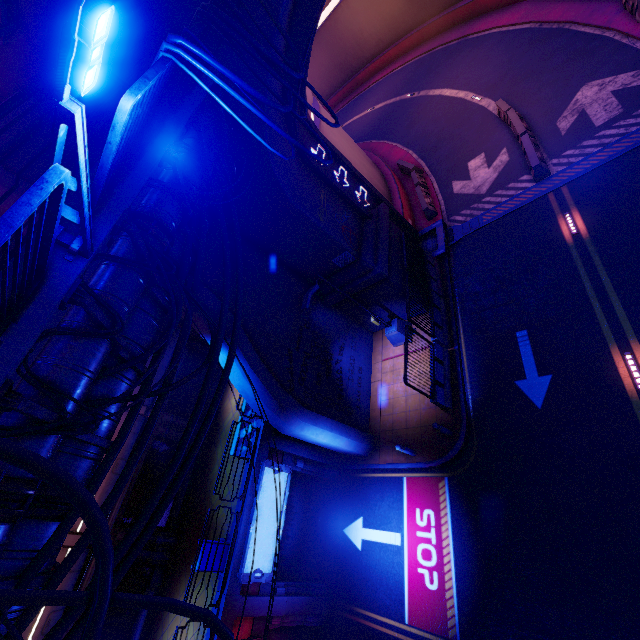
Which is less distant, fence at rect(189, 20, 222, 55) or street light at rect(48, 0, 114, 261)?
street light at rect(48, 0, 114, 261)

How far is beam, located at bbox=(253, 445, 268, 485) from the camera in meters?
12.3

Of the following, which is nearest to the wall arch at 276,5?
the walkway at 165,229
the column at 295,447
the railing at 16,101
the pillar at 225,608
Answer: the walkway at 165,229

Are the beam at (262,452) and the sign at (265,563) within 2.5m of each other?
yes

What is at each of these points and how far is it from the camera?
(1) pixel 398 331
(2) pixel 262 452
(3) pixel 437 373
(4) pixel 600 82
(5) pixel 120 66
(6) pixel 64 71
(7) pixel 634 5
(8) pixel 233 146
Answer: (1) street light, 15.1 meters
(2) beam, 12.7 meters
(3) fence, 12.5 meters
(4) tunnel, 14.3 meters
(5) wall arch, 8.7 meters
(6) street light, 2.5 meters
(7) fence, 14.1 meters
(8) wall arch, 10.2 meters

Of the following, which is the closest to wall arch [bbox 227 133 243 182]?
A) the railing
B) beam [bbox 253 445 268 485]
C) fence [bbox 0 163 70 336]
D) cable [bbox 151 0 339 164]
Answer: cable [bbox 151 0 339 164]

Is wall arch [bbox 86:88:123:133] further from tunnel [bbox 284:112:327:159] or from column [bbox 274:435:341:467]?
column [bbox 274:435:341:467]

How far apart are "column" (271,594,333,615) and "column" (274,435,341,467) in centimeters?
460cm
